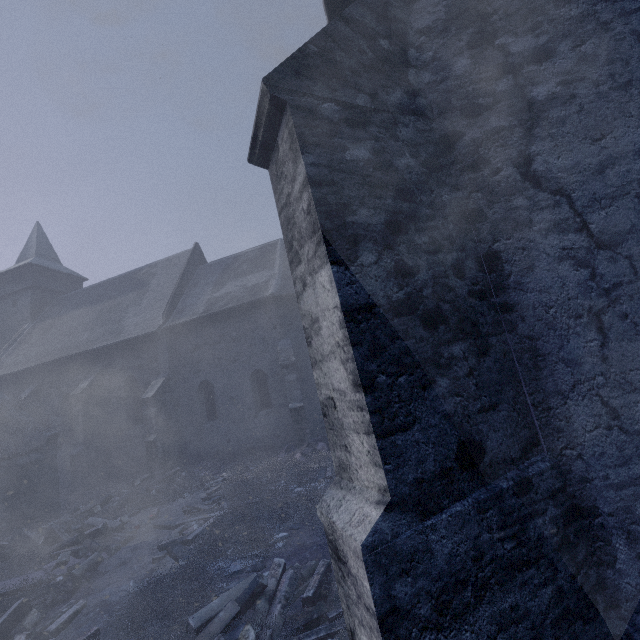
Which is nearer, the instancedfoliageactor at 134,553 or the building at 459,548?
the building at 459,548

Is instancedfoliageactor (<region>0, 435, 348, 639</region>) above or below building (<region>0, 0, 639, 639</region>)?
below

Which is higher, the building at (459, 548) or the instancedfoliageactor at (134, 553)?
the building at (459, 548)

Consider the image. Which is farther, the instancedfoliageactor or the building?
the instancedfoliageactor

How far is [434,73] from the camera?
2.48m
